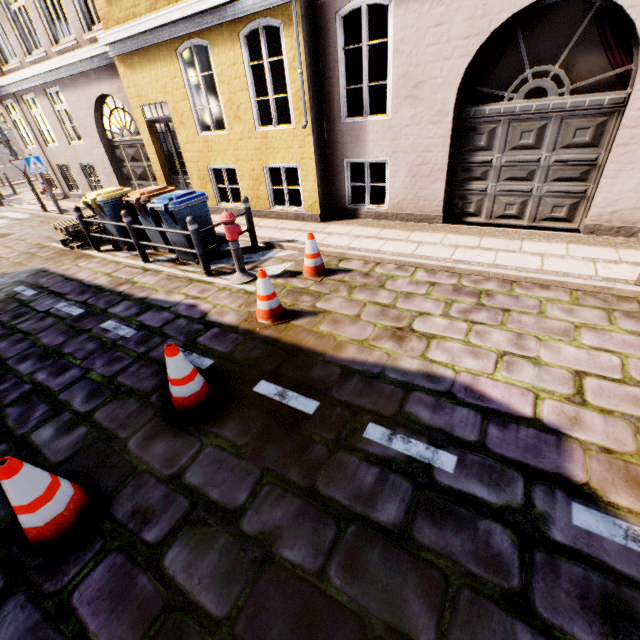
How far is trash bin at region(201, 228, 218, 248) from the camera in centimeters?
651cm

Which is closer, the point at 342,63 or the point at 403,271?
the point at 403,271

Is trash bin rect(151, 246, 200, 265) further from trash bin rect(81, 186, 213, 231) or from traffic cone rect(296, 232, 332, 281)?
traffic cone rect(296, 232, 332, 281)

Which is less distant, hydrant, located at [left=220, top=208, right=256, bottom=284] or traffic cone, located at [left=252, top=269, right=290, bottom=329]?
traffic cone, located at [left=252, top=269, right=290, bottom=329]

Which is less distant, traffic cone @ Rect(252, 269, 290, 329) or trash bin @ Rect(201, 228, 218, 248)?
traffic cone @ Rect(252, 269, 290, 329)

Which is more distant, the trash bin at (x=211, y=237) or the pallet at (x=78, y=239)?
the pallet at (x=78, y=239)

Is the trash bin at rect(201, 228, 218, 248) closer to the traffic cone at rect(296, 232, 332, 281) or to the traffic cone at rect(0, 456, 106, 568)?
the traffic cone at rect(296, 232, 332, 281)

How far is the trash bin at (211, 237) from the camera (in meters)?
6.51
